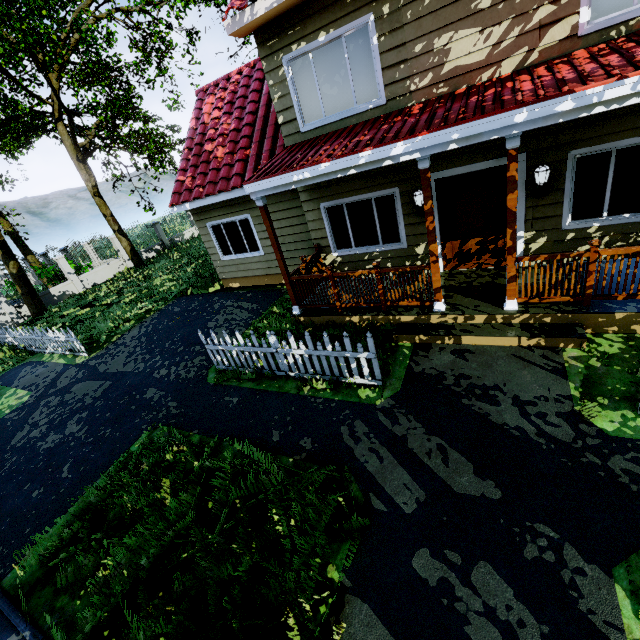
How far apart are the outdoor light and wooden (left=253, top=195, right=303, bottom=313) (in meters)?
5.03

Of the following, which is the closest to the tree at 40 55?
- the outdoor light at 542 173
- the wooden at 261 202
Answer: the outdoor light at 542 173

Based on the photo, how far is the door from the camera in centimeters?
643cm

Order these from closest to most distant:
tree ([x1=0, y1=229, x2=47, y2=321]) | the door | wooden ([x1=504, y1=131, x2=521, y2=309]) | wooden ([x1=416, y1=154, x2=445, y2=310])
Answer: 1. wooden ([x1=504, y1=131, x2=521, y2=309])
2. wooden ([x1=416, y1=154, x2=445, y2=310])
3. the door
4. tree ([x1=0, y1=229, x2=47, y2=321])

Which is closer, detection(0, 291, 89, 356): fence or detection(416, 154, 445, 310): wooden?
detection(416, 154, 445, 310): wooden

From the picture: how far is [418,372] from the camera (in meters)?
5.53

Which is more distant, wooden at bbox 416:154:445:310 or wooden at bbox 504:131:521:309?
wooden at bbox 416:154:445:310

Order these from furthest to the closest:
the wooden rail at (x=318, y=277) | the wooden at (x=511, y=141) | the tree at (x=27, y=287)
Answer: the tree at (x=27, y=287), the wooden rail at (x=318, y=277), the wooden at (x=511, y=141)
